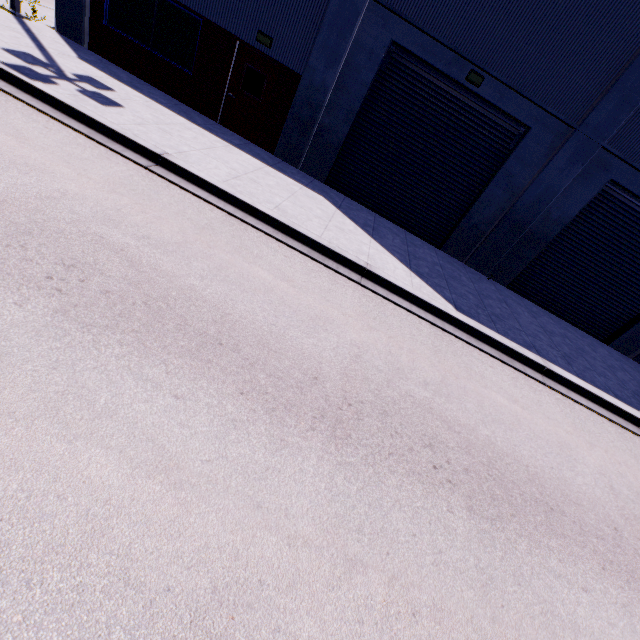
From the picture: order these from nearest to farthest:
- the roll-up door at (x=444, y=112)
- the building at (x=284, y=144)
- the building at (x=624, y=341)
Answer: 1. the building at (x=284, y=144)
2. the roll-up door at (x=444, y=112)
3. the building at (x=624, y=341)

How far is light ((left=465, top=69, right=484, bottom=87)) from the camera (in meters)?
9.23

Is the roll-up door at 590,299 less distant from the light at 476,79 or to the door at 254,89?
the light at 476,79

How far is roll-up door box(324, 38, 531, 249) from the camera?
10.0m

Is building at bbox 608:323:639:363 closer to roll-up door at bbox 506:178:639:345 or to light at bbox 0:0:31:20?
roll-up door at bbox 506:178:639:345

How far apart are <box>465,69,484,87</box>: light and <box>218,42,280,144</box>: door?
5.7m

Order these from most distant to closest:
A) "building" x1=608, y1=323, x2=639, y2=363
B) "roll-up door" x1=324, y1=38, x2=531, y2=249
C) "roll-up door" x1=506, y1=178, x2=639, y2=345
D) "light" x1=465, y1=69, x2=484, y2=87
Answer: "building" x1=608, y1=323, x2=639, y2=363 → "roll-up door" x1=506, y1=178, x2=639, y2=345 → "roll-up door" x1=324, y1=38, x2=531, y2=249 → "light" x1=465, y1=69, x2=484, y2=87

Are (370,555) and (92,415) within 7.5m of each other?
yes
